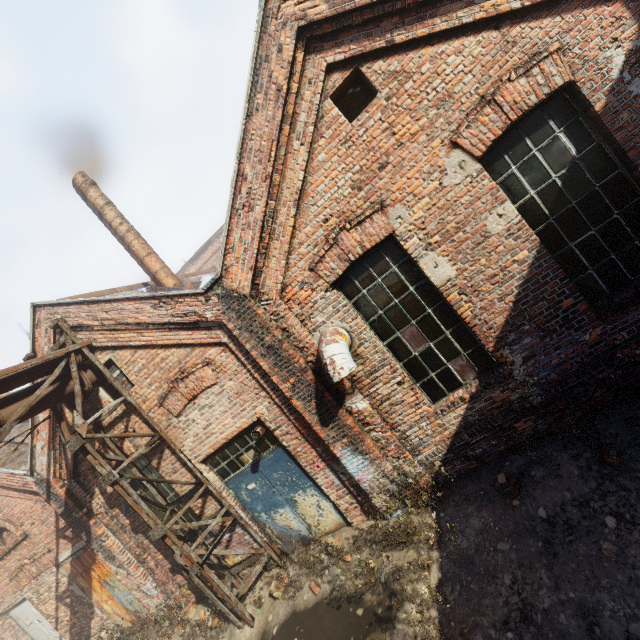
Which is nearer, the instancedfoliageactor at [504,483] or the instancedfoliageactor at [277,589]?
the instancedfoliageactor at [504,483]

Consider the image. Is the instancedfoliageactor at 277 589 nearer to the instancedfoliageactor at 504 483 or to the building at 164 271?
the instancedfoliageactor at 504 483

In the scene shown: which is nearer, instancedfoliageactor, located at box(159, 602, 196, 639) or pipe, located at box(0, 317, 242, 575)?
pipe, located at box(0, 317, 242, 575)

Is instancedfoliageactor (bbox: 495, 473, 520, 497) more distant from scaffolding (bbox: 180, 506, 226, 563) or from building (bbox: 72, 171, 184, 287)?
building (bbox: 72, 171, 184, 287)

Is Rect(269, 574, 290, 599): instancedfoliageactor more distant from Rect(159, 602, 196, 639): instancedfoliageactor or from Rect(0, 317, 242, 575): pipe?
Rect(159, 602, 196, 639): instancedfoliageactor

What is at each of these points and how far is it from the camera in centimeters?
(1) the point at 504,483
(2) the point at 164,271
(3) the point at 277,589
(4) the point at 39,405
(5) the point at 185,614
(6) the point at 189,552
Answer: (1) instancedfoliageactor, 444cm
(2) building, 830cm
(3) instancedfoliageactor, 571cm
(4) pipe, 562cm
(5) instancedfoliageactor, 739cm
(6) scaffolding, 600cm

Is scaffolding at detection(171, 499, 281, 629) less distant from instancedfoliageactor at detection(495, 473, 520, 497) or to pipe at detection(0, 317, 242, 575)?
pipe at detection(0, 317, 242, 575)

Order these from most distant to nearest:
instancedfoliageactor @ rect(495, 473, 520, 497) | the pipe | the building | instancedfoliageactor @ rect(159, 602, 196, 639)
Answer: the building, instancedfoliageactor @ rect(159, 602, 196, 639), the pipe, instancedfoliageactor @ rect(495, 473, 520, 497)
